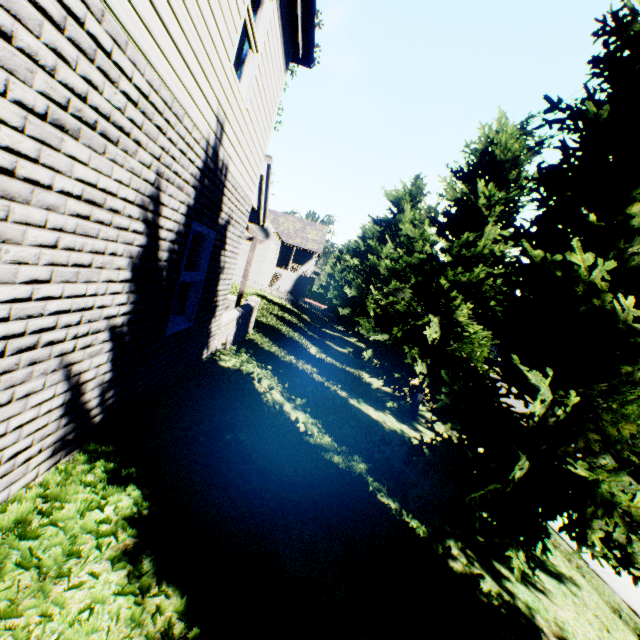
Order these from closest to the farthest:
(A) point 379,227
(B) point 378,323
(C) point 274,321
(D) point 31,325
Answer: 1. (D) point 31,325
2. (B) point 378,323
3. (C) point 274,321
4. (A) point 379,227
